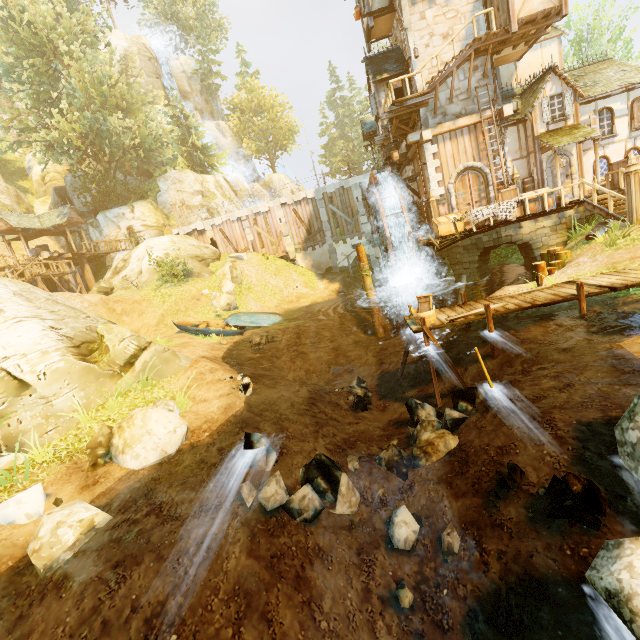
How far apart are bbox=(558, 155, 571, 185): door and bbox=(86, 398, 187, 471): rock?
19.9m

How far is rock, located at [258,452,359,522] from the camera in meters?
5.4 m

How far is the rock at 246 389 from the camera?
9.2m

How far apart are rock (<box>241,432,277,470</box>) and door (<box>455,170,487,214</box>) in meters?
16.7

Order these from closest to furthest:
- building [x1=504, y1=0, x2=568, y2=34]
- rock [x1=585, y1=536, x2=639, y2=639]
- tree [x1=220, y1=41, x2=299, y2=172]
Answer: rock [x1=585, y1=536, x2=639, y2=639] → building [x1=504, y1=0, x2=568, y2=34] → tree [x1=220, y1=41, x2=299, y2=172]

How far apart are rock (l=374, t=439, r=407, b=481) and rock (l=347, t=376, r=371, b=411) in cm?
377

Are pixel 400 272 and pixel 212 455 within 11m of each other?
no

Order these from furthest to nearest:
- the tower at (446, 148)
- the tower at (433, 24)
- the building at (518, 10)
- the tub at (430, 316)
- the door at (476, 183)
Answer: the door at (476, 183) → the tower at (446, 148) → the tower at (433, 24) → the building at (518, 10) → the tub at (430, 316)
